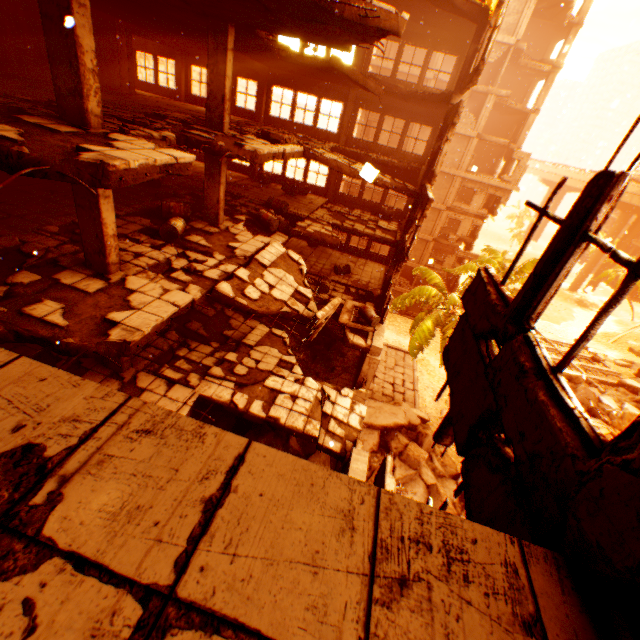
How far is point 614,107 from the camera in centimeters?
2116cm

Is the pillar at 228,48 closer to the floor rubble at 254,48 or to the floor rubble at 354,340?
the floor rubble at 254,48

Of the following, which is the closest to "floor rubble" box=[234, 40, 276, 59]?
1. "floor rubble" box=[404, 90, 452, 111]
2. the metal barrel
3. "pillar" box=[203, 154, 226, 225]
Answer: "pillar" box=[203, 154, 226, 225]

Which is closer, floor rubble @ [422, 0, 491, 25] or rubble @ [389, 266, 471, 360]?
floor rubble @ [422, 0, 491, 25]

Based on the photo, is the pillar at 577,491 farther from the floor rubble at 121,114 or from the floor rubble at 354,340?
the floor rubble at 121,114

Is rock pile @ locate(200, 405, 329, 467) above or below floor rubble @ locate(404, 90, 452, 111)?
below

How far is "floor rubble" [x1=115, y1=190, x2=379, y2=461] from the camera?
8.5 meters

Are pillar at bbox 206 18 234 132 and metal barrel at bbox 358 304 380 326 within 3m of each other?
no
